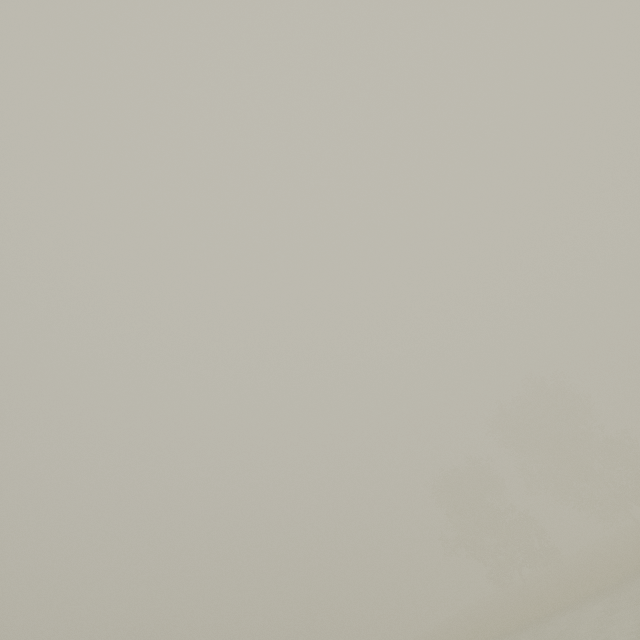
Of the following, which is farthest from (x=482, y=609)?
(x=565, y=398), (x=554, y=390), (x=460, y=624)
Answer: (x=554, y=390)
